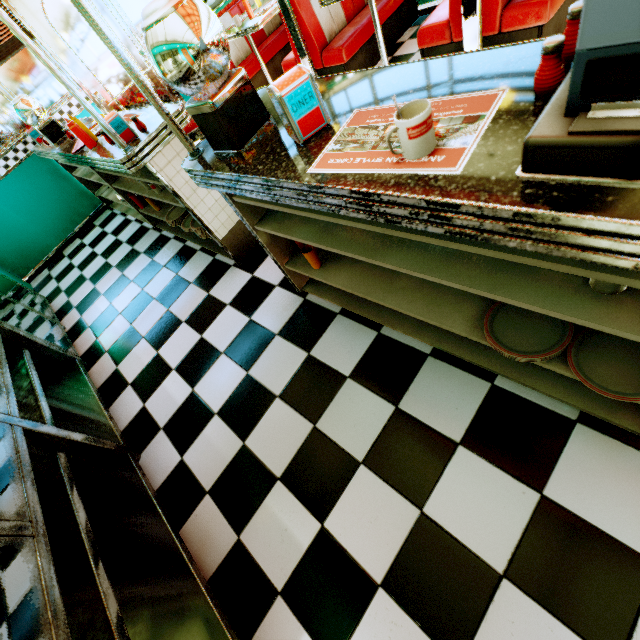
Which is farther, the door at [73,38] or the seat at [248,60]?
the seat at [248,60]

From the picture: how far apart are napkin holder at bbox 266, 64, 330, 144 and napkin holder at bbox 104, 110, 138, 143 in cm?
165

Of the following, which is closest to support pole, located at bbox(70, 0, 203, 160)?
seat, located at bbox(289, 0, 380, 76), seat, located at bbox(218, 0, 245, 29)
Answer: seat, located at bbox(289, 0, 380, 76)

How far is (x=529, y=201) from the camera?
0.6 meters

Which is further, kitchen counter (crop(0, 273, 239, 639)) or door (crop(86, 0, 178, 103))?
door (crop(86, 0, 178, 103))

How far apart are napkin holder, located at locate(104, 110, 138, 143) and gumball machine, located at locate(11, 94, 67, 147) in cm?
207

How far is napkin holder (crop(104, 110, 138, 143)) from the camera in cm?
206

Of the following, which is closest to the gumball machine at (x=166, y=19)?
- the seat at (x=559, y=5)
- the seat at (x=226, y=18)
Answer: the seat at (x=559, y=5)
